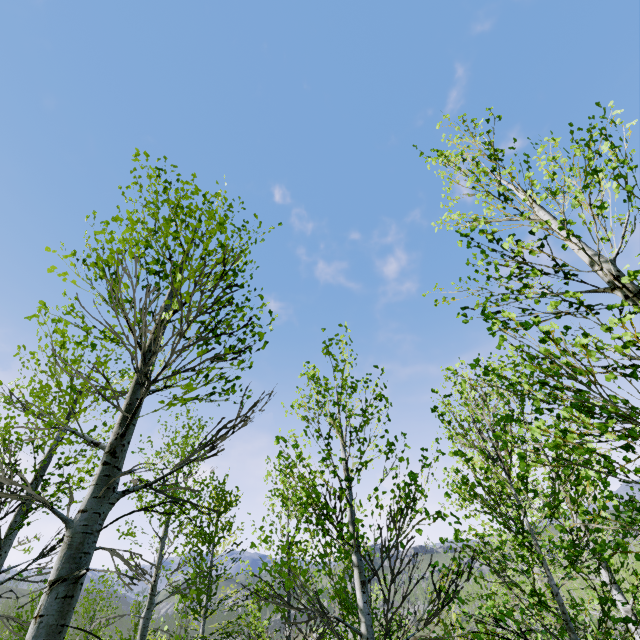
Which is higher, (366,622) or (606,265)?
(606,265)
